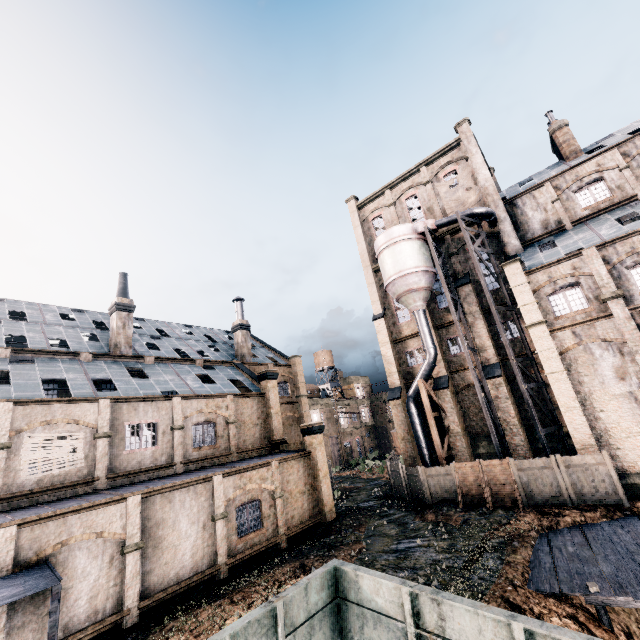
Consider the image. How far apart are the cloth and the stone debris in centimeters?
2476cm

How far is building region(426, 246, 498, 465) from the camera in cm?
2767

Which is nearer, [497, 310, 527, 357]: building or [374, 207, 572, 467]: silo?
[374, 207, 572, 467]: silo

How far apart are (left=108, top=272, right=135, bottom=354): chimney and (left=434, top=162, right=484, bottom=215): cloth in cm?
3104

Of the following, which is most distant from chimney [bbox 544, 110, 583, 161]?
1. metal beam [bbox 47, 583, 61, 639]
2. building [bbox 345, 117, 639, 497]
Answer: metal beam [bbox 47, 583, 61, 639]

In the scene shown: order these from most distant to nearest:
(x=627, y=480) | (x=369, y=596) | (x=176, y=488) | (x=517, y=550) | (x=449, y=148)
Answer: (x=449, y=148) → (x=627, y=480) → (x=176, y=488) → (x=517, y=550) → (x=369, y=596)

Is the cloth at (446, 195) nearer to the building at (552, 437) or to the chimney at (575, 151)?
the building at (552, 437)

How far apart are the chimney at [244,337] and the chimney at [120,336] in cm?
1080
